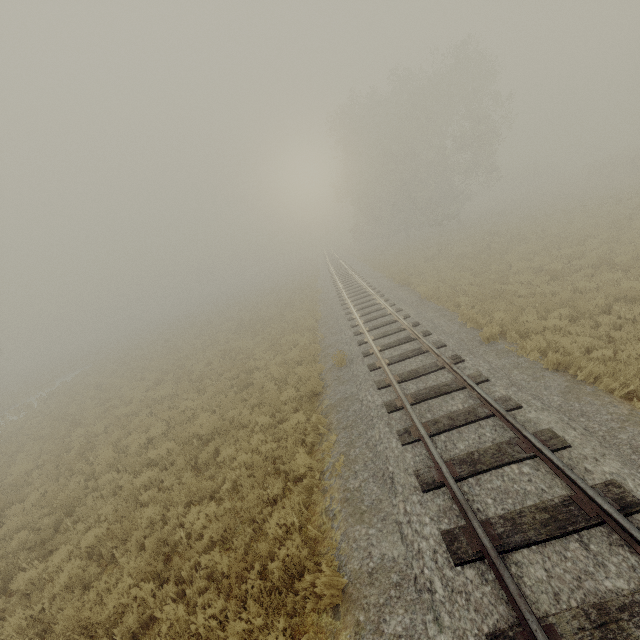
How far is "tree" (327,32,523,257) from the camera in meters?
30.6 m

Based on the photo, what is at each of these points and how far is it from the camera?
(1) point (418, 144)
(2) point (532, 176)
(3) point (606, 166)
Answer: (1) tree, 33.5m
(2) tree, 55.0m
(3) tree, 33.5m

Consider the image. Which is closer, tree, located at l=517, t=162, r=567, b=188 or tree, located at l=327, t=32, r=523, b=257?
tree, located at l=327, t=32, r=523, b=257

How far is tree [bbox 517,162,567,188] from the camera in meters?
53.7 m

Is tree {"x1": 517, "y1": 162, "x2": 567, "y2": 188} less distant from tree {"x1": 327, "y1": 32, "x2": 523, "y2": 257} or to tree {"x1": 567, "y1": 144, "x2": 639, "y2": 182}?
Answer: tree {"x1": 567, "y1": 144, "x2": 639, "y2": 182}

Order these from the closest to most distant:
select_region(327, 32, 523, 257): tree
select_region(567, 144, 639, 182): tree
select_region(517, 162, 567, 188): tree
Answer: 1. select_region(567, 144, 639, 182): tree
2. select_region(327, 32, 523, 257): tree
3. select_region(517, 162, 567, 188): tree

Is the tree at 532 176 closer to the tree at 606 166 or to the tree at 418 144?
the tree at 606 166

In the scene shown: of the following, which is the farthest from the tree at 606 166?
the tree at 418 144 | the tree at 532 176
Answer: the tree at 418 144
